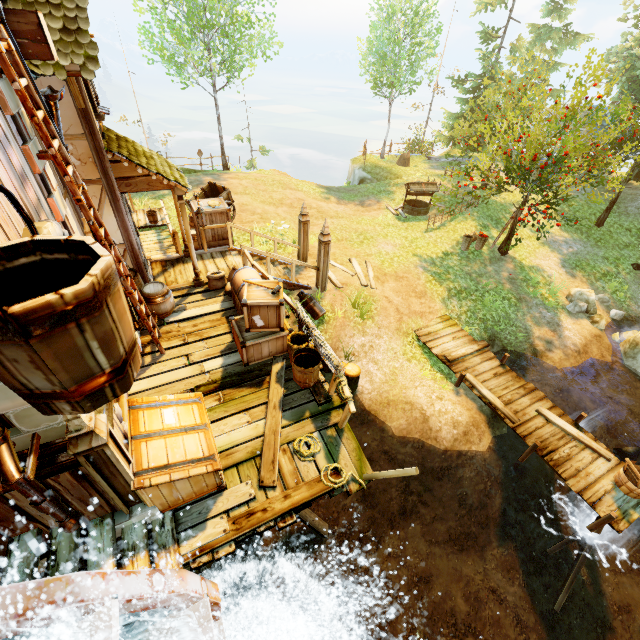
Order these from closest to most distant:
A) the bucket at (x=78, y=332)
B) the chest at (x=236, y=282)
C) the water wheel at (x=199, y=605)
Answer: the bucket at (x=78, y=332)
the water wheel at (x=199, y=605)
the chest at (x=236, y=282)

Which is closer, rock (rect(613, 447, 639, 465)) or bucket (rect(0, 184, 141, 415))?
bucket (rect(0, 184, 141, 415))

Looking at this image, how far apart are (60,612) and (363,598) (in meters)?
7.52

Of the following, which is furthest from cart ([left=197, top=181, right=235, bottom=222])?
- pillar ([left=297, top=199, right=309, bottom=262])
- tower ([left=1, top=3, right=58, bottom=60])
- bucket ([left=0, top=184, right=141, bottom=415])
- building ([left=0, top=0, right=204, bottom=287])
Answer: bucket ([left=0, top=184, right=141, bottom=415])

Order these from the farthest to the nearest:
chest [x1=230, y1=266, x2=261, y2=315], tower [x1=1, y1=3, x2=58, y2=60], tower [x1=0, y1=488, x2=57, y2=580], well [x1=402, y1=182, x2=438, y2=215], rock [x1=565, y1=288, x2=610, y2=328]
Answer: well [x1=402, y1=182, x2=438, y2=215] < rock [x1=565, y1=288, x2=610, y2=328] < chest [x1=230, y1=266, x2=261, y2=315] < tower [x1=1, y1=3, x2=58, y2=60] < tower [x1=0, y1=488, x2=57, y2=580]

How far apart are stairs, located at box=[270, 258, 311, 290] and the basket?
3.6m

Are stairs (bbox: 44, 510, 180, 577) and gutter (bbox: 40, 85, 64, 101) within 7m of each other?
yes

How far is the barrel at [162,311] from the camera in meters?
7.5
